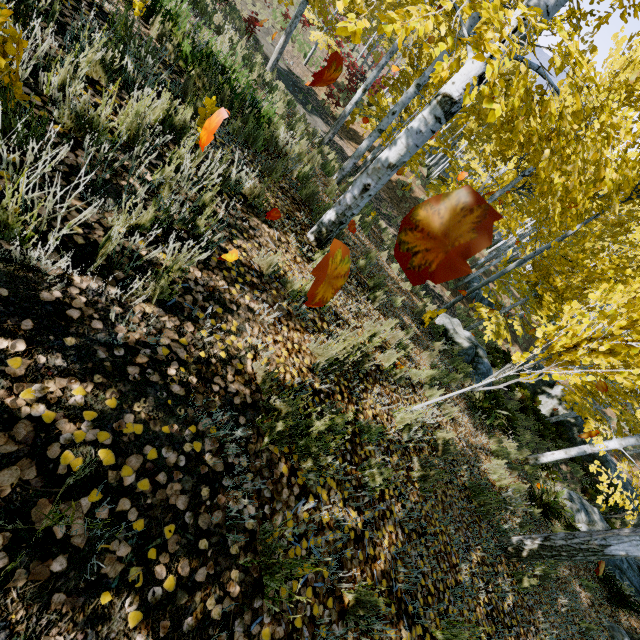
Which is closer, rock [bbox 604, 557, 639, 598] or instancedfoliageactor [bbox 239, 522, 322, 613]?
instancedfoliageactor [bbox 239, 522, 322, 613]

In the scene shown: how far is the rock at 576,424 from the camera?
16.3m

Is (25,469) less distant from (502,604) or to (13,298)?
(13,298)

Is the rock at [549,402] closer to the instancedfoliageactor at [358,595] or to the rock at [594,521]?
the rock at [594,521]

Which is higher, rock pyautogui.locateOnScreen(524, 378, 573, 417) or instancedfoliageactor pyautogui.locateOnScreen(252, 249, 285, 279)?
instancedfoliageactor pyautogui.locateOnScreen(252, 249, 285, 279)

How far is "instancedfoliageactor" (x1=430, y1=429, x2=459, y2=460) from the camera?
4.2 meters

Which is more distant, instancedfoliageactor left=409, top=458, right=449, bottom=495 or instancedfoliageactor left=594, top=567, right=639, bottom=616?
instancedfoliageactor left=594, top=567, right=639, bottom=616
